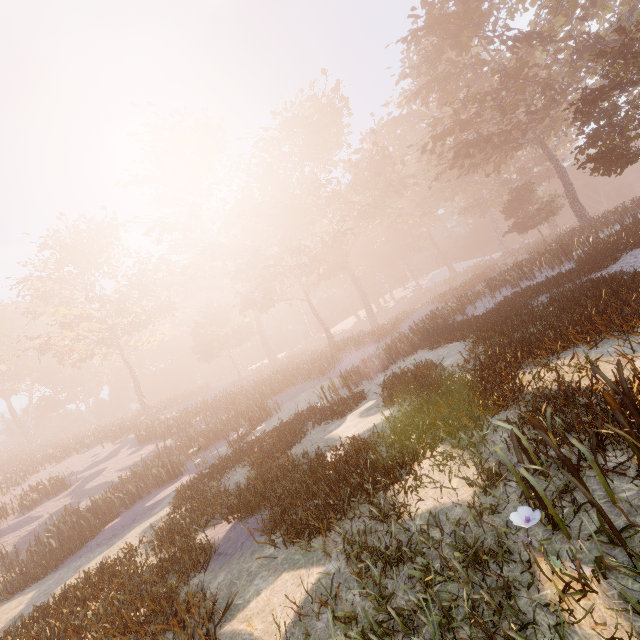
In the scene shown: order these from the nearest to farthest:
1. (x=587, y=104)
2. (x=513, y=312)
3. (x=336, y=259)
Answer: (x=513, y=312) < (x=587, y=104) < (x=336, y=259)
